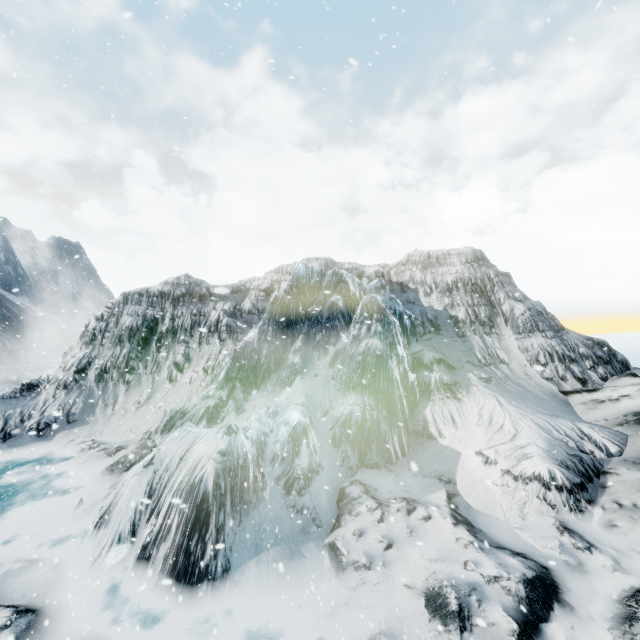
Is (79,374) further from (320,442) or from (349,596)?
(349,596)
